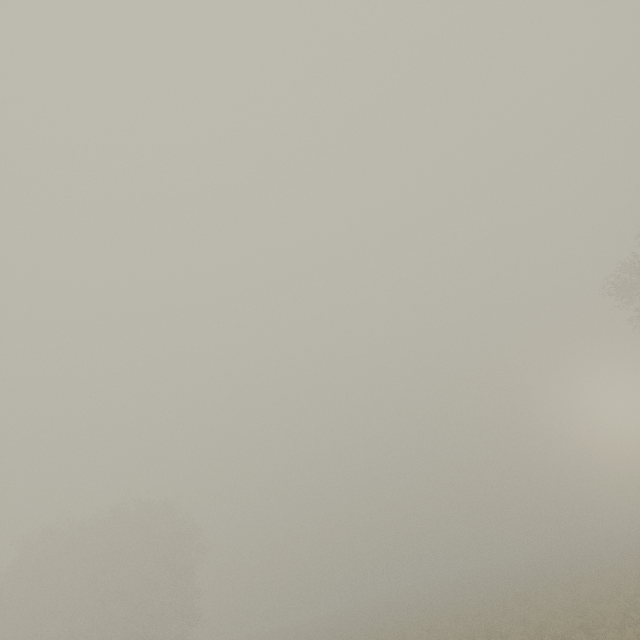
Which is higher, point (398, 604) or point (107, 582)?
point (107, 582)
